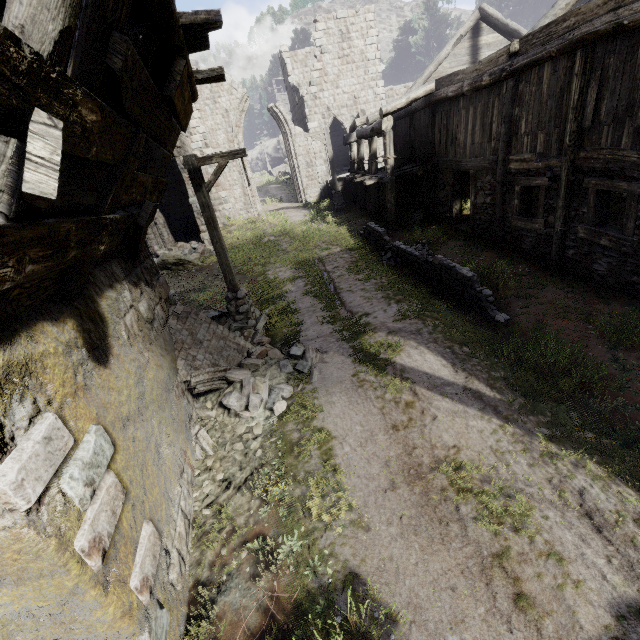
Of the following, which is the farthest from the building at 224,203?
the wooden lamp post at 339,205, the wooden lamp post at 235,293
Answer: the wooden lamp post at 235,293

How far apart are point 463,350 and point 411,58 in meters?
61.0 m

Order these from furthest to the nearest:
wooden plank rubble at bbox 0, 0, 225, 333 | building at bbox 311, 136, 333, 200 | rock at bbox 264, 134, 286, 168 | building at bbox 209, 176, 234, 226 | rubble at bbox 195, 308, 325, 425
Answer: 1. rock at bbox 264, 134, 286, 168
2. building at bbox 311, 136, 333, 200
3. building at bbox 209, 176, 234, 226
4. rubble at bbox 195, 308, 325, 425
5. wooden plank rubble at bbox 0, 0, 225, 333

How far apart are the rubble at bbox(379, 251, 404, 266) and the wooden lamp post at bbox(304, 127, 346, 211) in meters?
8.7 m

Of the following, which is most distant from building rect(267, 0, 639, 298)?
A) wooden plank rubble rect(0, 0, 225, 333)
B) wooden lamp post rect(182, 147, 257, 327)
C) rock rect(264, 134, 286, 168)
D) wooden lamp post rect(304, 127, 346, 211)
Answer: rock rect(264, 134, 286, 168)

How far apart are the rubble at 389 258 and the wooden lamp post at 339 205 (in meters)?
8.72

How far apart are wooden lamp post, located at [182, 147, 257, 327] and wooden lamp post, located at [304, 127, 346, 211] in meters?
13.0 m

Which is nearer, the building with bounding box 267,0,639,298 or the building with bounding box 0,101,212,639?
the building with bounding box 0,101,212,639
